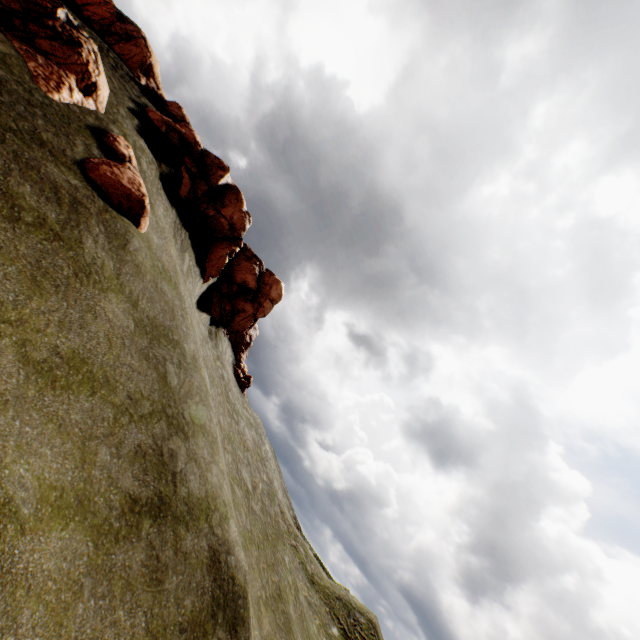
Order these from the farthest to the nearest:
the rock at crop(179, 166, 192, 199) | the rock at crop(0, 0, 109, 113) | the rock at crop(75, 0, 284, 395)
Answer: the rock at crop(75, 0, 284, 395), the rock at crop(179, 166, 192, 199), the rock at crop(0, 0, 109, 113)

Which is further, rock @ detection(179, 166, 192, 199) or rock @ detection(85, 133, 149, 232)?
rock @ detection(179, 166, 192, 199)

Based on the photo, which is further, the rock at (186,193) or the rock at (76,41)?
the rock at (186,193)

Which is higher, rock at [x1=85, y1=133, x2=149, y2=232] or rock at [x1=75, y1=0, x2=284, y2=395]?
rock at [x1=75, y1=0, x2=284, y2=395]

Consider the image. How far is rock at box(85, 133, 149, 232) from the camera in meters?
12.1

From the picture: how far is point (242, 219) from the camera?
24.81m
